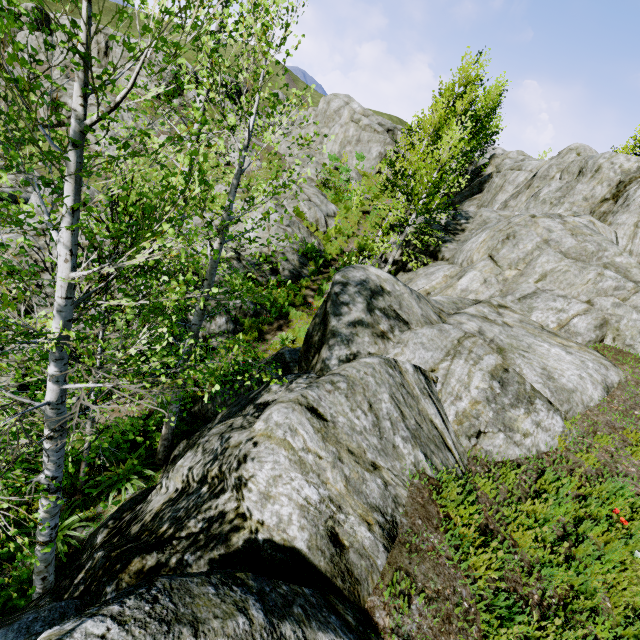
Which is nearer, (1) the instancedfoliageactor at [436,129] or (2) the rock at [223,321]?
(2) the rock at [223,321]

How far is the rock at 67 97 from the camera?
37.93m

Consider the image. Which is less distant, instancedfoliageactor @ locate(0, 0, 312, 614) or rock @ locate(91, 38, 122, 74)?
instancedfoliageactor @ locate(0, 0, 312, 614)

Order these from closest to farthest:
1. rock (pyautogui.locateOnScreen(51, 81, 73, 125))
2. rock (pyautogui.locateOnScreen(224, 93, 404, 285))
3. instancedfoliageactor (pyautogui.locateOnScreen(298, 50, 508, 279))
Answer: instancedfoliageactor (pyautogui.locateOnScreen(298, 50, 508, 279)) < rock (pyautogui.locateOnScreen(224, 93, 404, 285)) < rock (pyautogui.locateOnScreen(51, 81, 73, 125))

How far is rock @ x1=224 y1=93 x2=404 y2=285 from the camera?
14.9m

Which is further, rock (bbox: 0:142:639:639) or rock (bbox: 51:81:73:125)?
rock (bbox: 51:81:73:125)

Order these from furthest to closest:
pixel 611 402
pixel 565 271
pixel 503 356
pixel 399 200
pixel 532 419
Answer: pixel 399 200 → pixel 565 271 → pixel 503 356 → pixel 611 402 → pixel 532 419
